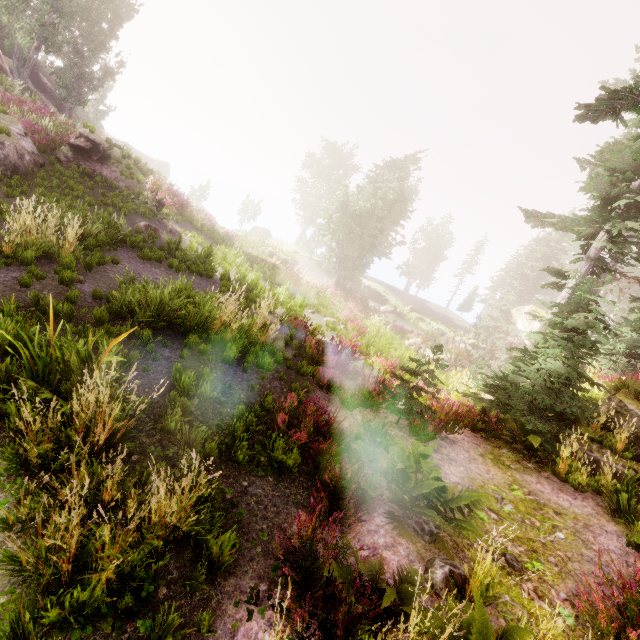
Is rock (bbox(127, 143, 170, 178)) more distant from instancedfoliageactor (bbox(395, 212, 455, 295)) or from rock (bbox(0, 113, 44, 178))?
rock (bbox(0, 113, 44, 178))

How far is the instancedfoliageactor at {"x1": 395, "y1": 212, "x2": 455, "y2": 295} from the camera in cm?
5300

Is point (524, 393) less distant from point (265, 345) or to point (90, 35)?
point (265, 345)

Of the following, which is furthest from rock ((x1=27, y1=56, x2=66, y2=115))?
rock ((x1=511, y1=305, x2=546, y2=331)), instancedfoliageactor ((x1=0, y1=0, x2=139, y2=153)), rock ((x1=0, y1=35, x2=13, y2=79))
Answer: rock ((x1=511, y1=305, x2=546, y2=331))

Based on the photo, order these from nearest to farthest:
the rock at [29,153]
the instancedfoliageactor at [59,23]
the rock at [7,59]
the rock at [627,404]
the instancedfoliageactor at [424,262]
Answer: the rock at [627,404] < the rock at [29,153] < the instancedfoliageactor at [59,23] < the rock at [7,59] < the instancedfoliageactor at [424,262]

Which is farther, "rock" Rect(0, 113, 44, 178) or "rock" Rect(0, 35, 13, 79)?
"rock" Rect(0, 35, 13, 79)

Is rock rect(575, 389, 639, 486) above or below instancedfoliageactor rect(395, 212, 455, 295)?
below

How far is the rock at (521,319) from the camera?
15.3 meters
